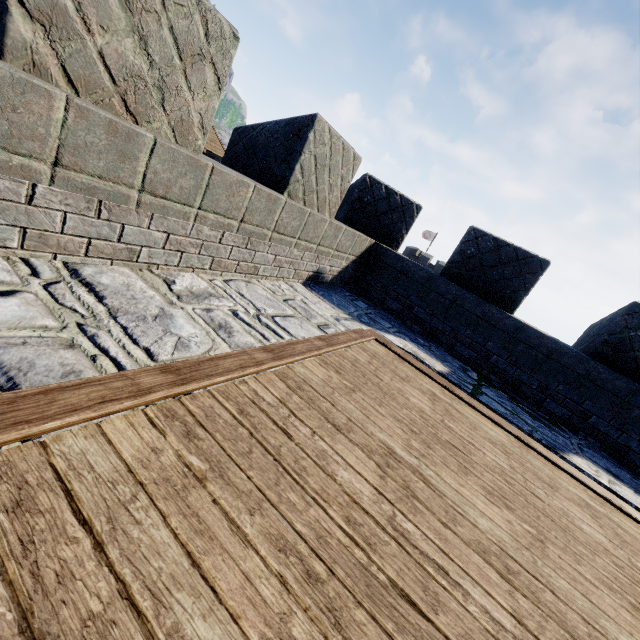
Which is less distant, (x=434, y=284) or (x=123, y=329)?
(x=123, y=329)
